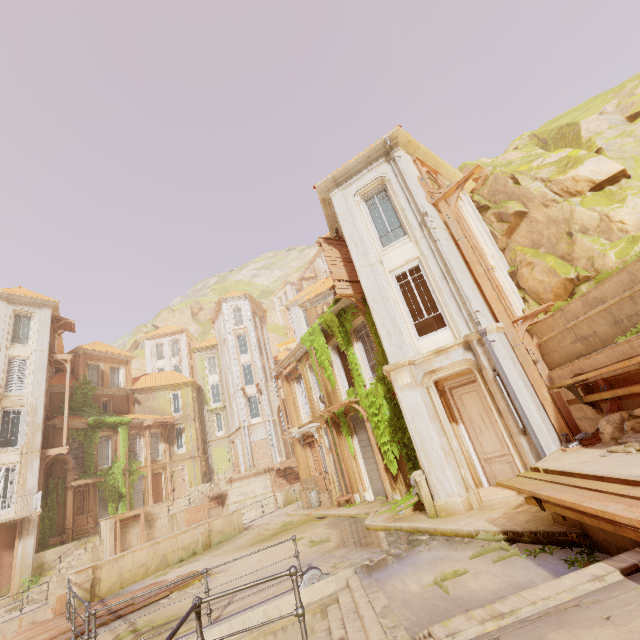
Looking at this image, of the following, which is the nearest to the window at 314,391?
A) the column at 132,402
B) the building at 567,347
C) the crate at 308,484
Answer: the crate at 308,484

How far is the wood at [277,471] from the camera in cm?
3117

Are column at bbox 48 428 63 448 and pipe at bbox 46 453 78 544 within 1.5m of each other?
yes

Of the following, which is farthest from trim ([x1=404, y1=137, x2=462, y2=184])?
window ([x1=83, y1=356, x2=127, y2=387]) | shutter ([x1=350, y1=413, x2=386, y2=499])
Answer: window ([x1=83, y1=356, x2=127, y2=387])

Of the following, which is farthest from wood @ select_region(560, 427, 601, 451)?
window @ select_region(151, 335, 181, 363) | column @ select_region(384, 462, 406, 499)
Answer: window @ select_region(151, 335, 181, 363)

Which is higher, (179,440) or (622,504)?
(179,440)

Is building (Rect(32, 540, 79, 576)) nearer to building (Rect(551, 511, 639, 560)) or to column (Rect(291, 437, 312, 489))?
building (Rect(551, 511, 639, 560))

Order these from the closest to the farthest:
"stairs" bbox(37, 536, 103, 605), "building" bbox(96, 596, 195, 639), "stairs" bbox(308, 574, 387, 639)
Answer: "stairs" bbox(308, 574, 387, 639), "building" bbox(96, 596, 195, 639), "stairs" bbox(37, 536, 103, 605)
